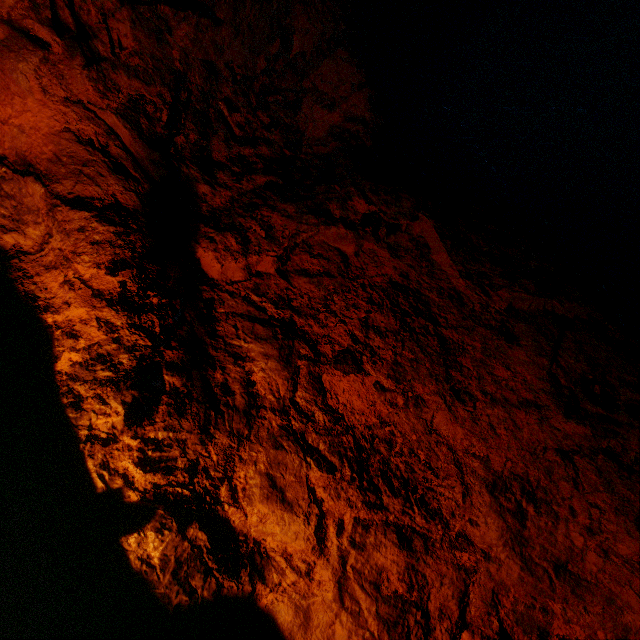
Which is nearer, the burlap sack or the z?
the z

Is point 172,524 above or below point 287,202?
below

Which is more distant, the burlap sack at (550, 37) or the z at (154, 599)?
the burlap sack at (550, 37)
